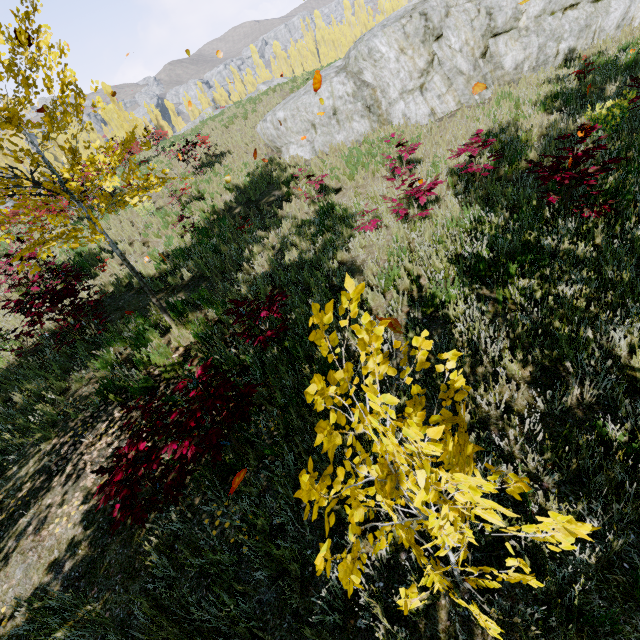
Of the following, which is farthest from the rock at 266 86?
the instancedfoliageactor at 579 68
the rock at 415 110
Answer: the rock at 415 110

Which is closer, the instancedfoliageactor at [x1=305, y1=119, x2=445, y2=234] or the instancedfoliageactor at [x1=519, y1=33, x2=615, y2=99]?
the instancedfoliageactor at [x1=305, y1=119, x2=445, y2=234]

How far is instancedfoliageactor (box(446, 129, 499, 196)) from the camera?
5.89m

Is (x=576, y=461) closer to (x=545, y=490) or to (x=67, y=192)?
(x=545, y=490)

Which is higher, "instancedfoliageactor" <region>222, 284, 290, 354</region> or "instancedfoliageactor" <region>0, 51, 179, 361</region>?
"instancedfoliageactor" <region>0, 51, 179, 361</region>

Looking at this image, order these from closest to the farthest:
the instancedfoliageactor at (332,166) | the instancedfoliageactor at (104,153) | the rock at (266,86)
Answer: the instancedfoliageactor at (104,153) < the instancedfoliageactor at (332,166) < the rock at (266,86)
